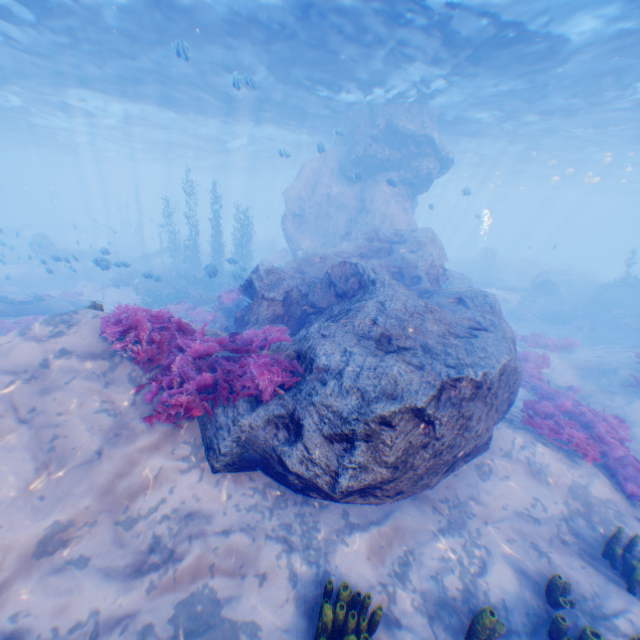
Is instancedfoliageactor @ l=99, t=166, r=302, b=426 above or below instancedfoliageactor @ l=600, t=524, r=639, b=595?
above

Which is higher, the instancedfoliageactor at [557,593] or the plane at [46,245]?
the plane at [46,245]

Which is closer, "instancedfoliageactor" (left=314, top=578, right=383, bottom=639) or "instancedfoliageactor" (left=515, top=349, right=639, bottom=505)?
"instancedfoliageactor" (left=314, top=578, right=383, bottom=639)

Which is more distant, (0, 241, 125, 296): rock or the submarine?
the submarine

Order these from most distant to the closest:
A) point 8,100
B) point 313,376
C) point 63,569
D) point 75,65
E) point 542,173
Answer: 1. point 542,173
2. point 8,100
3. point 75,65
4. point 313,376
5. point 63,569

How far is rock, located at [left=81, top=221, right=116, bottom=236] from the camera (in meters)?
37.25

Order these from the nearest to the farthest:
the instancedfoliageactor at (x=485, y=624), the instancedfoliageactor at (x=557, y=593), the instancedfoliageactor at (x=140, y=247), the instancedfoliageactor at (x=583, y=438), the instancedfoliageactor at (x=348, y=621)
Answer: the instancedfoliageactor at (x=348, y=621), the instancedfoliageactor at (x=485, y=624), the instancedfoliageactor at (x=557, y=593), the instancedfoliageactor at (x=583, y=438), the instancedfoliageactor at (x=140, y=247)

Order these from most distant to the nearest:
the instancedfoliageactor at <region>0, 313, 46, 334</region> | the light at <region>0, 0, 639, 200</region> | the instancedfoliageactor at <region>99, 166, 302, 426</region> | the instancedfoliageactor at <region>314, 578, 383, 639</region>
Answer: the instancedfoliageactor at <region>0, 313, 46, 334</region>
the light at <region>0, 0, 639, 200</region>
the instancedfoliageactor at <region>99, 166, 302, 426</region>
the instancedfoliageactor at <region>314, 578, 383, 639</region>
